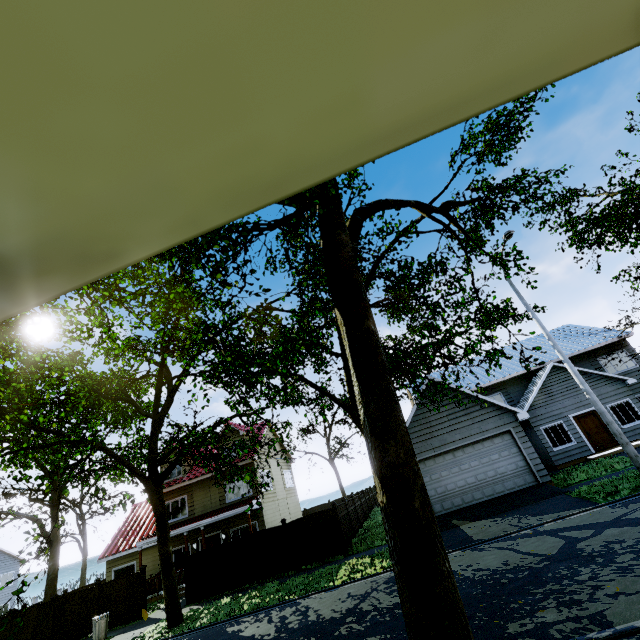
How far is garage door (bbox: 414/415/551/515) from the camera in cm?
1487

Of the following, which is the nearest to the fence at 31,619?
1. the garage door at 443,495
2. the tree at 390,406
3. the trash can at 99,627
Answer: the tree at 390,406

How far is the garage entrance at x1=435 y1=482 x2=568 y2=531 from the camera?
13.35m

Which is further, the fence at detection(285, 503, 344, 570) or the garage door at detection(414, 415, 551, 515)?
the fence at detection(285, 503, 344, 570)

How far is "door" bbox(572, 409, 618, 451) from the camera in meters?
18.5 m

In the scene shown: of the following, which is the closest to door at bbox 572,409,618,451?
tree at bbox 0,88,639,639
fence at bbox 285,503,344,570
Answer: tree at bbox 0,88,639,639

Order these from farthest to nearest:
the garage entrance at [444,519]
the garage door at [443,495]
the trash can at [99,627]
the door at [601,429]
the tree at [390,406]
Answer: the door at [601,429], the garage door at [443,495], the trash can at [99,627], the garage entrance at [444,519], the tree at [390,406]

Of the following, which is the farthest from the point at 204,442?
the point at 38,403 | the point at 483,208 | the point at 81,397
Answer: the point at 483,208
